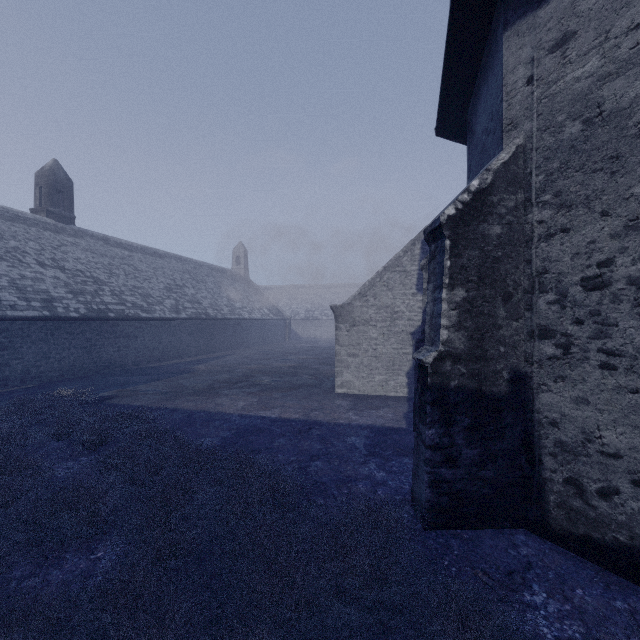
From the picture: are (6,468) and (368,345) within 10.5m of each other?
yes
